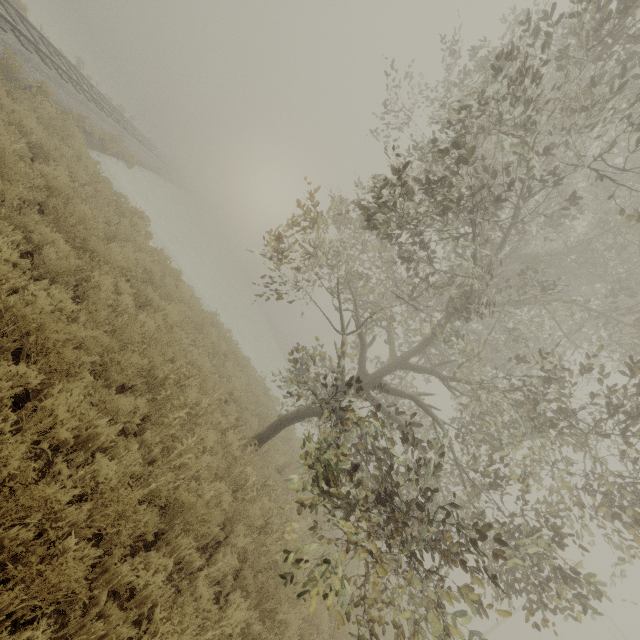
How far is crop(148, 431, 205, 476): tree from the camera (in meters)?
4.80

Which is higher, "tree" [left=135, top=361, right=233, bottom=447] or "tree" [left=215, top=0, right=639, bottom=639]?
"tree" [left=215, top=0, right=639, bottom=639]

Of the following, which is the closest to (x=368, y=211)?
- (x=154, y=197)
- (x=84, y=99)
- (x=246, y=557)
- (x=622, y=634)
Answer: (x=246, y=557)

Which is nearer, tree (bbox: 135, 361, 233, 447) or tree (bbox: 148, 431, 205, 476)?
tree (bbox: 148, 431, 205, 476)

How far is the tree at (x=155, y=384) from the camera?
5.5 meters

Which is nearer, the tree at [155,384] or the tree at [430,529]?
the tree at [430,529]
